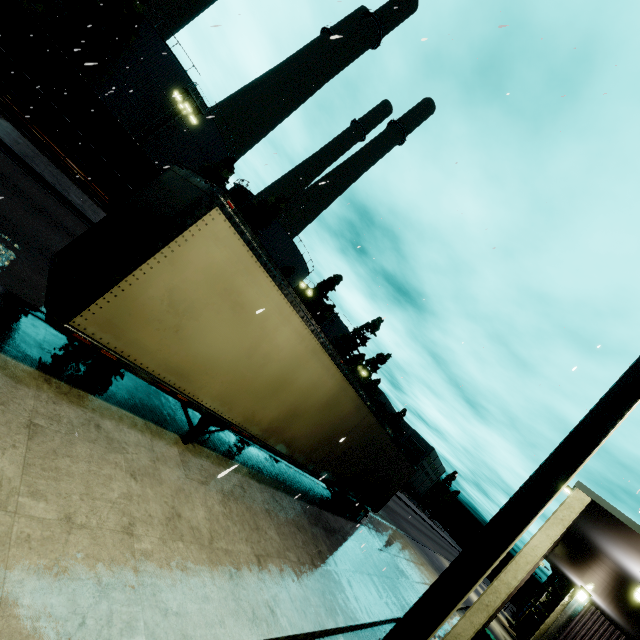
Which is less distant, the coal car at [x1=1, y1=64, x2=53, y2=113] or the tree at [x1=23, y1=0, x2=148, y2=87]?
the coal car at [x1=1, y1=64, x2=53, y2=113]

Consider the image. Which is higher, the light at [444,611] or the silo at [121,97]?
the silo at [121,97]

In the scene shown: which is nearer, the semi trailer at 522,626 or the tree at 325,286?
the semi trailer at 522,626

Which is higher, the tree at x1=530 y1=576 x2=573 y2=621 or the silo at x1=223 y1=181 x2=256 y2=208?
the silo at x1=223 y1=181 x2=256 y2=208

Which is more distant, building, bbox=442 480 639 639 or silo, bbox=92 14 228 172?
silo, bbox=92 14 228 172

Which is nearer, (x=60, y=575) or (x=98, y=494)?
(x=60, y=575)

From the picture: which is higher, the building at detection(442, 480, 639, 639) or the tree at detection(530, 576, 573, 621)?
the tree at detection(530, 576, 573, 621)

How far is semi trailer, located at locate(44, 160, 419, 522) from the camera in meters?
4.4
